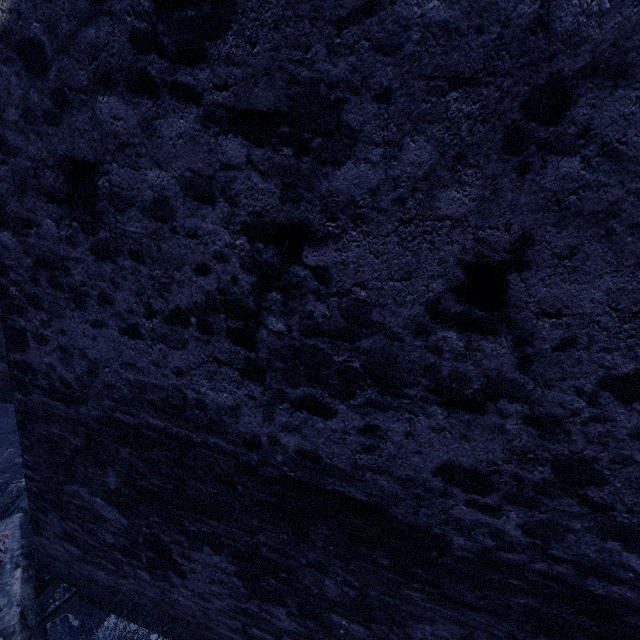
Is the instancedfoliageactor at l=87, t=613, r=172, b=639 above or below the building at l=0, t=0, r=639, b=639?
below

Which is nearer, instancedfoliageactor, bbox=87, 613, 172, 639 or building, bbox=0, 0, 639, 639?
building, bbox=0, 0, 639, 639

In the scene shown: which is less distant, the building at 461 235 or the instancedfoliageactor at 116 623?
the building at 461 235

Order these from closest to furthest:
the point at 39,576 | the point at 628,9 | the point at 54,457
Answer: the point at 628,9 → the point at 54,457 → the point at 39,576

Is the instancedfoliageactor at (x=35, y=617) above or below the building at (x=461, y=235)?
below
